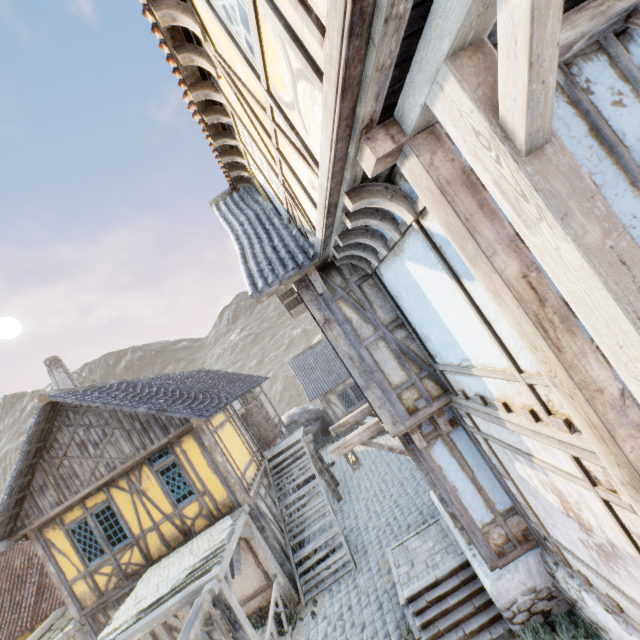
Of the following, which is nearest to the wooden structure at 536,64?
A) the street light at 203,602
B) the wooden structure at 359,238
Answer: the wooden structure at 359,238

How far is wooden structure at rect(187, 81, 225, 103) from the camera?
4.5 meters

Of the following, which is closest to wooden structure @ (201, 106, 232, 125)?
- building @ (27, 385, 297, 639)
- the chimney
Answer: building @ (27, 385, 297, 639)

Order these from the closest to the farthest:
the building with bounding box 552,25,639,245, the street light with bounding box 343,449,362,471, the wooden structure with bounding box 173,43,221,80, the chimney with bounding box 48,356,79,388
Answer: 1. the building with bounding box 552,25,639,245
2. the wooden structure with bounding box 173,43,221,80
3. the street light with bounding box 343,449,362,471
4. the chimney with bounding box 48,356,79,388

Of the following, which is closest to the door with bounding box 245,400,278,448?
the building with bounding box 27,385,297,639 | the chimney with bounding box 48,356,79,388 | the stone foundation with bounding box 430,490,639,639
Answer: the building with bounding box 27,385,297,639

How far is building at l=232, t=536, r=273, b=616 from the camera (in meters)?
9.56

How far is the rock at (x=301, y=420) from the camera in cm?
2217

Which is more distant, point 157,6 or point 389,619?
point 389,619
